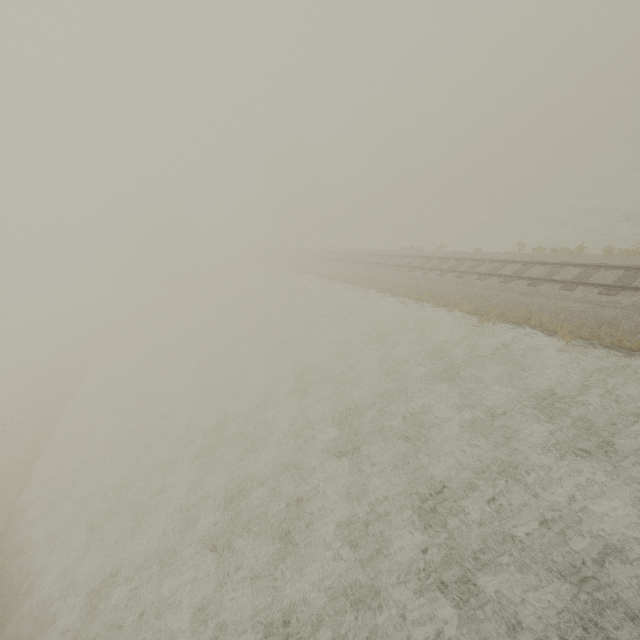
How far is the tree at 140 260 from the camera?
53.66m

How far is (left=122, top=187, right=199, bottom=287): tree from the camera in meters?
53.7

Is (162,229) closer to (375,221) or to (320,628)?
(375,221)
